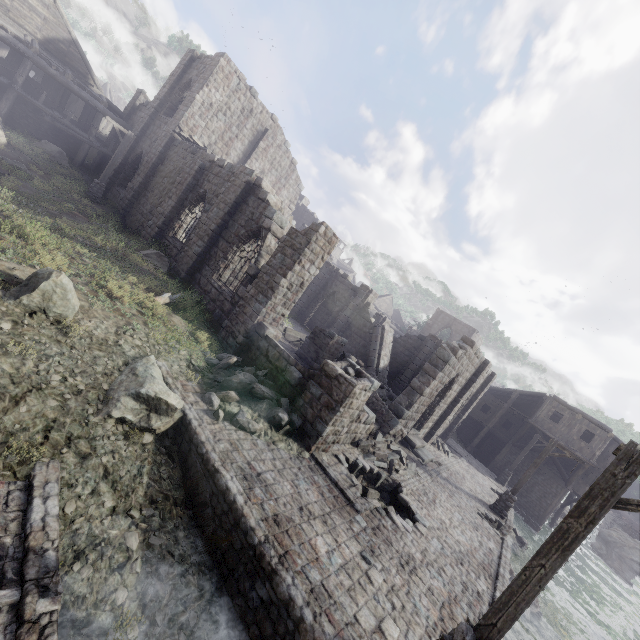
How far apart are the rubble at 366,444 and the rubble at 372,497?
1.0m

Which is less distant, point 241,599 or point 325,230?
point 241,599

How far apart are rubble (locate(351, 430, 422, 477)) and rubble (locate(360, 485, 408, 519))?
1.0m

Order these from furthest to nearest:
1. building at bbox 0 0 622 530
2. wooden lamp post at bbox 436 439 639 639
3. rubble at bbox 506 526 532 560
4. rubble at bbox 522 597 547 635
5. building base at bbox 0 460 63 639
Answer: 1. rubble at bbox 506 526 532 560
2. rubble at bbox 522 597 547 635
3. building at bbox 0 0 622 530
4. wooden lamp post at bbox 436 439 639 639
5. building base at bbox 0 460 63 639

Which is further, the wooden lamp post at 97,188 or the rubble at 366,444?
the wooden lamp post at 97,188

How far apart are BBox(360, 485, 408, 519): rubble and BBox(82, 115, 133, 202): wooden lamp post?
21.1m

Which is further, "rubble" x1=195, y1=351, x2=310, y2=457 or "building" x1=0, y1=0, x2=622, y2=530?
"building" x1=0, y1=0, x2=622, y2=530

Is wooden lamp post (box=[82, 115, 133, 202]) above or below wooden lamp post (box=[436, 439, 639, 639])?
below
